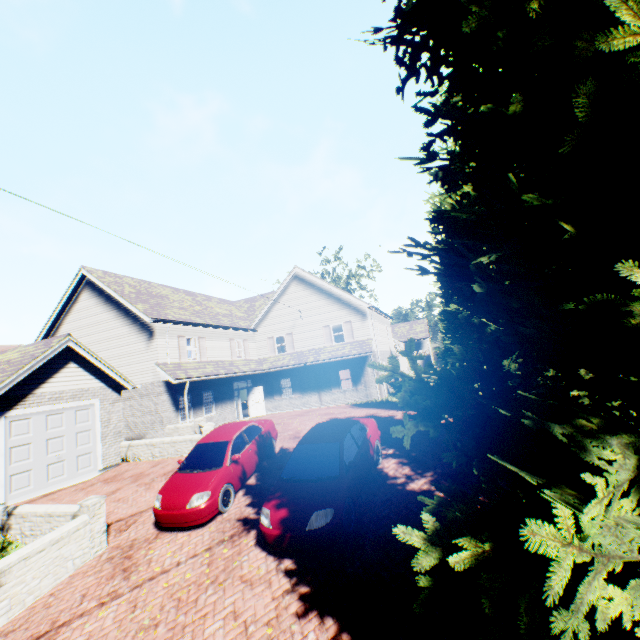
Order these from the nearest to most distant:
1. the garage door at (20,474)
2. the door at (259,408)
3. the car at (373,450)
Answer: the car at (373,450) → the garage door at (20,474) → the door at (259,408)

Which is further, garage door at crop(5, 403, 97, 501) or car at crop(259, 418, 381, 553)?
garage door at crop(5, 403, 97, 501)

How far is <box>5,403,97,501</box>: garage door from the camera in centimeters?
1127cm

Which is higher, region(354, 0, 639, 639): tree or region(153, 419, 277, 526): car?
region(354, 0, 639, 639): tree

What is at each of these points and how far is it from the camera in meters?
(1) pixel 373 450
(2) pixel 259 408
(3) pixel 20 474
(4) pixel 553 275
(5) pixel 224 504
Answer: (1) car, 9.3
(2) door, 24.7
(3) garage door, 11.4
(4) tree, 3.0
(5) car, 8.8

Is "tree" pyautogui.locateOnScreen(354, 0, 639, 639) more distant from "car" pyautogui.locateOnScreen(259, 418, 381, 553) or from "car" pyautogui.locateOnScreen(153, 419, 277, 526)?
"car" pyautogui.locateOnScreen(153, 419, 277, 526)

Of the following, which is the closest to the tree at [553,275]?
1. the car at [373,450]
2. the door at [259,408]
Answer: the car at [373,450]

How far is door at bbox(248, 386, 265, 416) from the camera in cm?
2464
